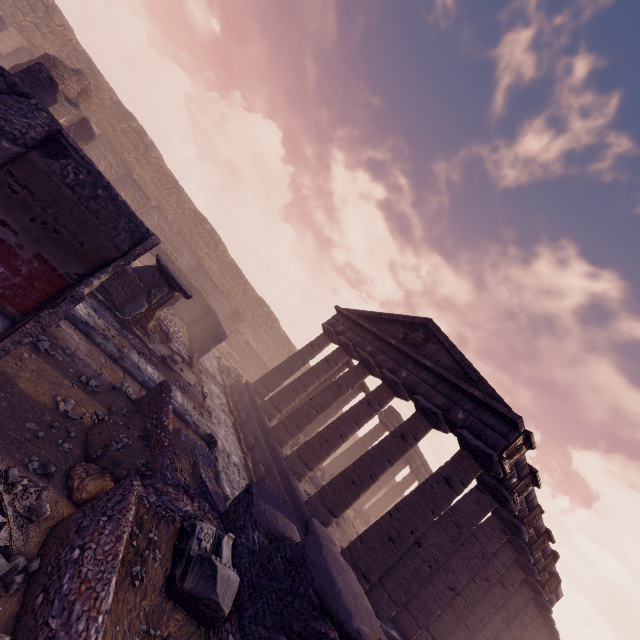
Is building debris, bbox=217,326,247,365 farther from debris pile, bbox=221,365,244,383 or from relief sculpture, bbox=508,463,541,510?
relief sculpture, bbox=508,463,541,510

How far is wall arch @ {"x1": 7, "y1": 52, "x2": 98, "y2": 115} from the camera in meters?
12.8

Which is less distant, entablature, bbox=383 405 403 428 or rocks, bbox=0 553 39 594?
rocks, bbox=0 553 39 594

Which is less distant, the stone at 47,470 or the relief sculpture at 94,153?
the stone at 47,470

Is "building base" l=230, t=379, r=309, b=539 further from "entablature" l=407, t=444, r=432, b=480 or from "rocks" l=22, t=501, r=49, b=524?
"rocks" l=22, t=501, r=49, b=524

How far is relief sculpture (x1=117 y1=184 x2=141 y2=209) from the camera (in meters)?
19.11

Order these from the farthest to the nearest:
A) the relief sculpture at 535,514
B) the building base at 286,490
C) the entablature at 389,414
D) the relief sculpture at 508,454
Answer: the entablature at 389,414, the relief sculpture at 535,514, the building base at 286,490, the relief sculpture at 508,454

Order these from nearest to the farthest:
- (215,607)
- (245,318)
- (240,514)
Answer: (215,607) < (240,514) < (245,318)
